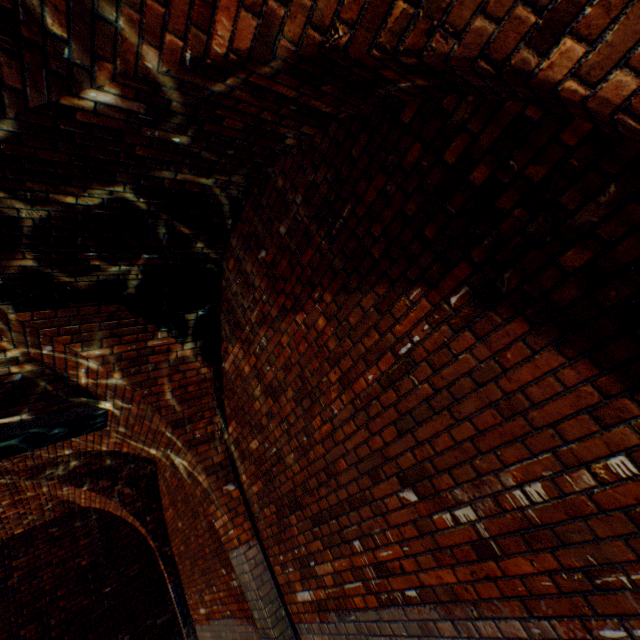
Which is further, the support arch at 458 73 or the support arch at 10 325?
the support arch at 10 325

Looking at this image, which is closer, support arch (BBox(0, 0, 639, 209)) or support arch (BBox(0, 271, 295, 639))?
support arch (BBox(0, 0, 639, 209))

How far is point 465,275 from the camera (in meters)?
1.60
